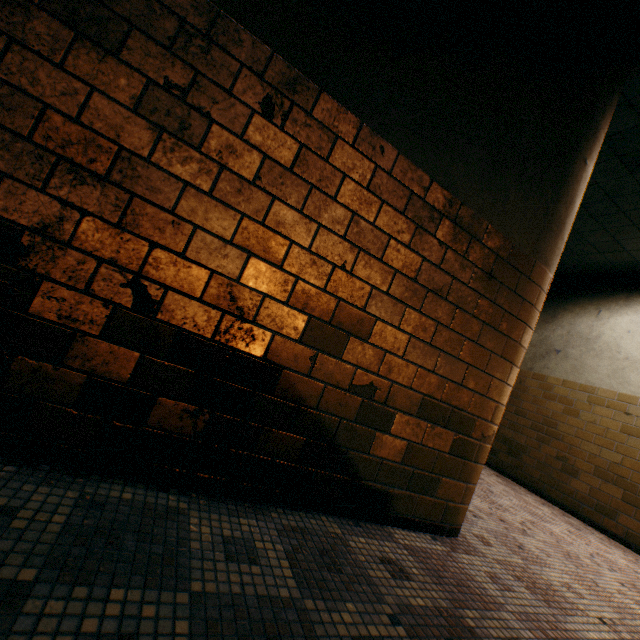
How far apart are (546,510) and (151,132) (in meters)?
5.94
